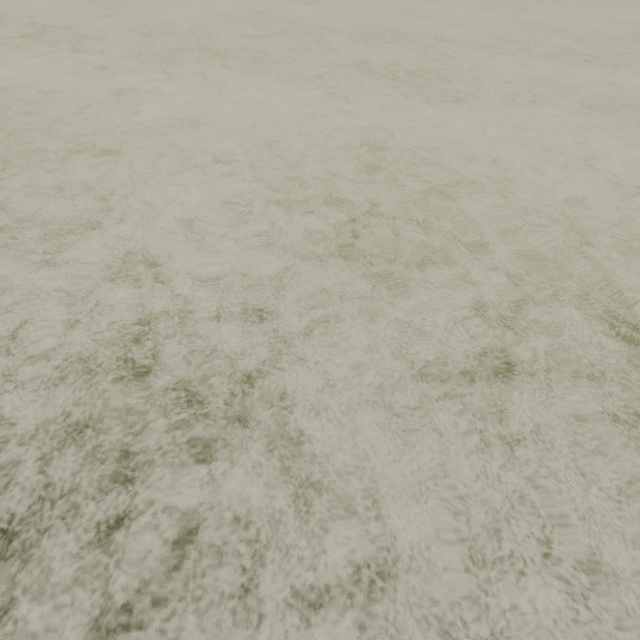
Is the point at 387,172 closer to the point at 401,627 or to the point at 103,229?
the point at 103,229
